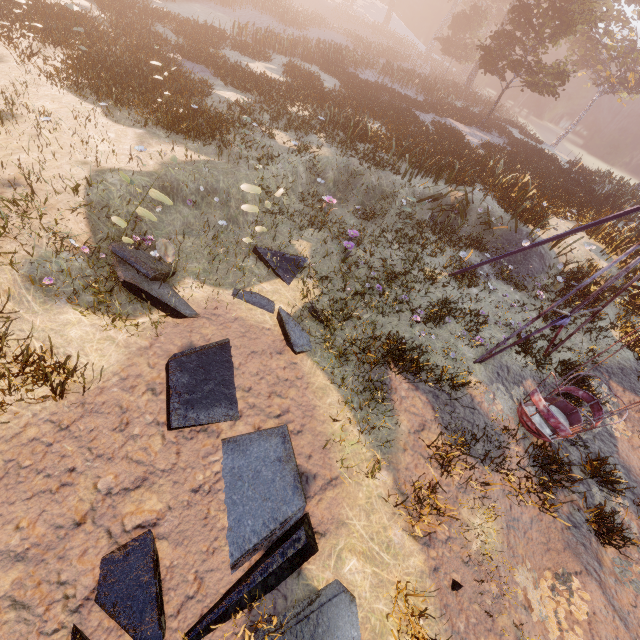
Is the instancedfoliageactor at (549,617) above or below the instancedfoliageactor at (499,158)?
below

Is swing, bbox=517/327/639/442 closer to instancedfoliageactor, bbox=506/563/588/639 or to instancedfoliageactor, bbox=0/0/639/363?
instancedfoliageactor, bbox=506/563/588/639

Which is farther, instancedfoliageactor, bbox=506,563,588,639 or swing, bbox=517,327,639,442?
swing, bbox=517,327,639,442

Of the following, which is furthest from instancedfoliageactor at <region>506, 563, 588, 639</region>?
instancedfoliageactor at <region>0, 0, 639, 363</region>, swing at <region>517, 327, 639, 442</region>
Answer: instancedfoliageactor at <region>0, 0, 639, 363</region>

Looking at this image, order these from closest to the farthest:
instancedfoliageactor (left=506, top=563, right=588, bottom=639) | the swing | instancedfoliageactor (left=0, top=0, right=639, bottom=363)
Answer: instancedfoliageactor (left=506, top=563, right=588, bottom=639) < the swing < instancedfoliageactor (left=0, top=0, right=639, bottom=363)

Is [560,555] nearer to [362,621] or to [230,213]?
[362,621]

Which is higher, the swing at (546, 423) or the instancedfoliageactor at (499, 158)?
the instancedfoliageactor at (499, 158)
